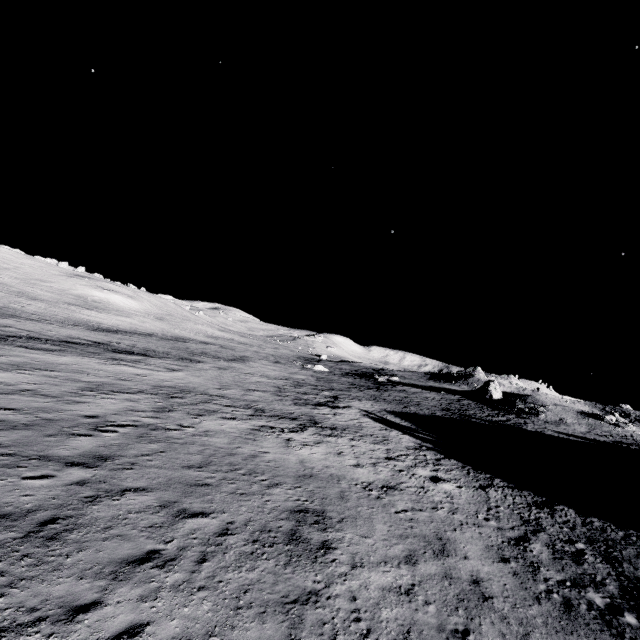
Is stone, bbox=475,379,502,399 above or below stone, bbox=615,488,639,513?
above

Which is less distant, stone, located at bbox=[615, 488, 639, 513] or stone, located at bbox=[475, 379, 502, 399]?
stone, located at bbox=[615, 488, 639, 513]

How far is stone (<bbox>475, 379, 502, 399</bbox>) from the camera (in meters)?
56.03

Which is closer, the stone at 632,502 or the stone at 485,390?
the stone at 632,502

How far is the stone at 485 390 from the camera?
56.0 meters

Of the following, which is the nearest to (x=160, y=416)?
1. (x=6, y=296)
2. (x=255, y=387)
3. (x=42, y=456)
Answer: (x=42, y=456)
